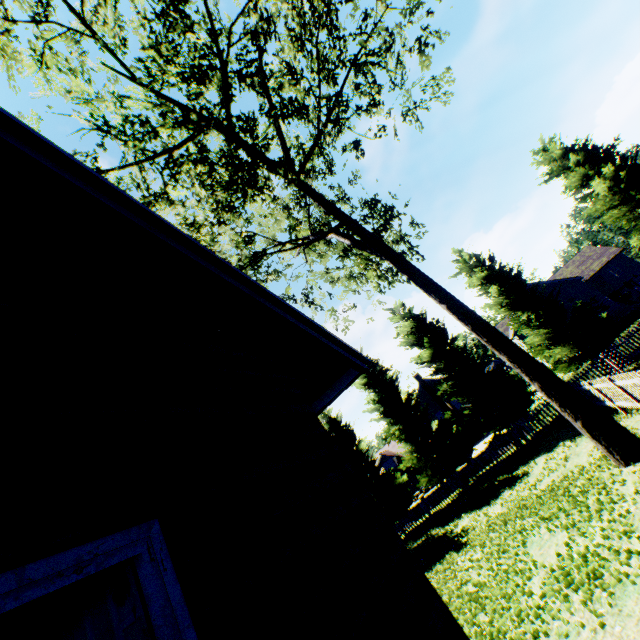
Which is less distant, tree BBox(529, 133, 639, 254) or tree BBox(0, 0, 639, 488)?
tree BBox(0, 0, 639, 488)

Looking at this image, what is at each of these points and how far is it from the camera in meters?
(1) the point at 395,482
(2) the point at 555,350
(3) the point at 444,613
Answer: (1) tree, 22.6 m
(2) tree, 19.9 m
(3) house, 2.4 m

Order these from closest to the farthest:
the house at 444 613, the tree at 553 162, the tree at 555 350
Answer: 1. the house at 444 613
2. the tree at 555 350
3. the tree at 553 162

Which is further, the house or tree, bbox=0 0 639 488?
tree, bbox=0 0 639 488

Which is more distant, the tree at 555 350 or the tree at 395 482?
the tree at 395 482

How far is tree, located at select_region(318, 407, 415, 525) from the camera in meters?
21.3
